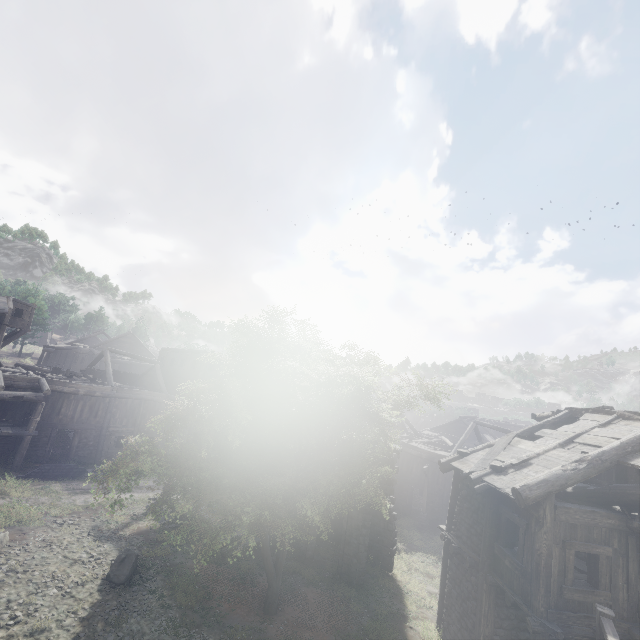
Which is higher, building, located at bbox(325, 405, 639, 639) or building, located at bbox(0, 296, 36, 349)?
building, located at bbox(0, 296, 36, 349)

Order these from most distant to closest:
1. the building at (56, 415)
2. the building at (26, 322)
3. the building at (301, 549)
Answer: the building at (26, 322) < the building at (56, 415) < the building at (301, 549)

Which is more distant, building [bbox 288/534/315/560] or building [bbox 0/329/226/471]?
building [bbox 0/329/226/471]

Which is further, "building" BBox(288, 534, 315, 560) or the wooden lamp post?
"building" BBox(288, 534, 315, 560)

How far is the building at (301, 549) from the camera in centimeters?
1672cm

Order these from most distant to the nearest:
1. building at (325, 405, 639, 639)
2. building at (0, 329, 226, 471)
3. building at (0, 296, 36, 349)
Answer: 1. building at (0, 296, 36, 349)
2. building at (0, 329, 226, 471)
3. building at (325, 405, 639, 639)

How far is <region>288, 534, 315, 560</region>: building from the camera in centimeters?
1672cm

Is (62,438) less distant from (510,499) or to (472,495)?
(472,495)
